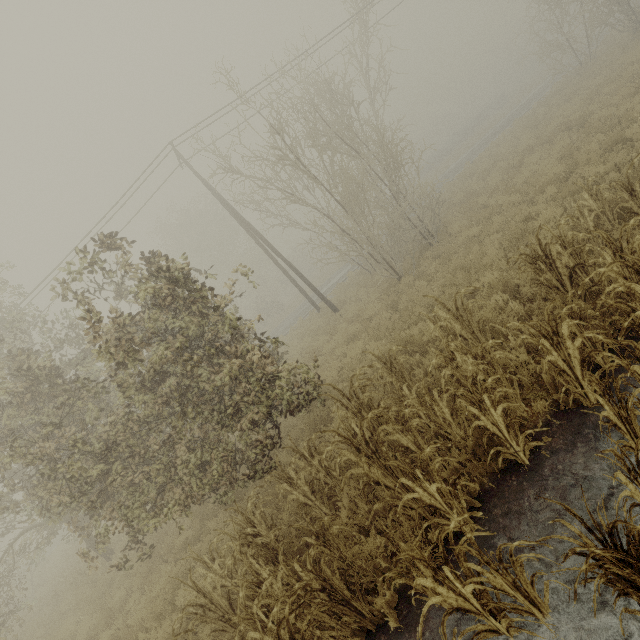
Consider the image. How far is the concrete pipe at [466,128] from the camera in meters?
43.2

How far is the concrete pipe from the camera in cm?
4322

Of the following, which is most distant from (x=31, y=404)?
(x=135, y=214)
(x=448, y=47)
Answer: (x=448, y=47)
